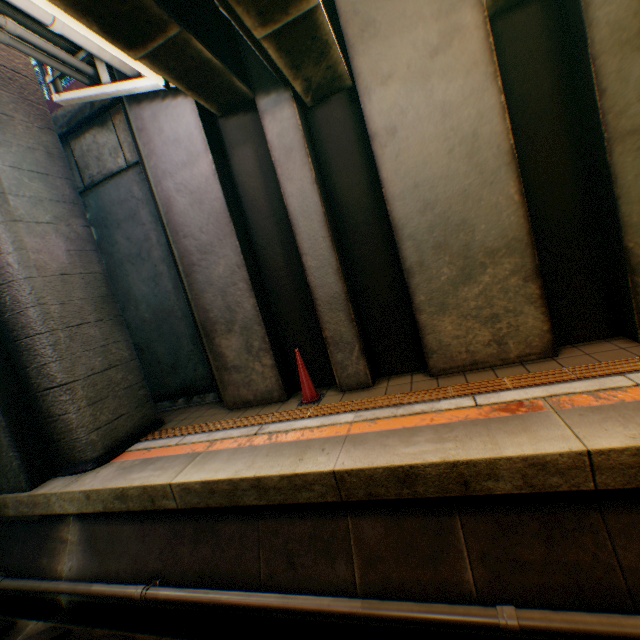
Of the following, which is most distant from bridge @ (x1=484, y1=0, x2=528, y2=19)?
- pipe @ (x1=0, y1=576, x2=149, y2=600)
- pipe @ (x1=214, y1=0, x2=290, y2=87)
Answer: pipe @ (x1=0, y1=576, x2=149, y2=600)

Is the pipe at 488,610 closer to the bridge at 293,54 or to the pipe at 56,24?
the bridge at 293,54

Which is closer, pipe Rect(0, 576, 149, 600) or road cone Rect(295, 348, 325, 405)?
pipe Rect(0, 576, 149, 600)

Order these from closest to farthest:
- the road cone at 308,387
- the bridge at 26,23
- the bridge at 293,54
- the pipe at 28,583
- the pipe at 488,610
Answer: the pipe at 488,610 < the bridge at 293,54 < the pipe at 28,583 < the bridge at 26,23 < the road cone at 308,387

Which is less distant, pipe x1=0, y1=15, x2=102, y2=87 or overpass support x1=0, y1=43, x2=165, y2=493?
pipe x1=0, y1=15, x2=102, y2=87

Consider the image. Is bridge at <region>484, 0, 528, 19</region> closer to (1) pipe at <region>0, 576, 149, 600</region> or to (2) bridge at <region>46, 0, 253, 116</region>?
(2) bridge at <region>46, 0, 253, 116</region>

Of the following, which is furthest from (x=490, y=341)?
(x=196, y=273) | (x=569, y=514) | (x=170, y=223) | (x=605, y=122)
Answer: (x=170, y=223)

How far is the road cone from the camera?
4.86m
